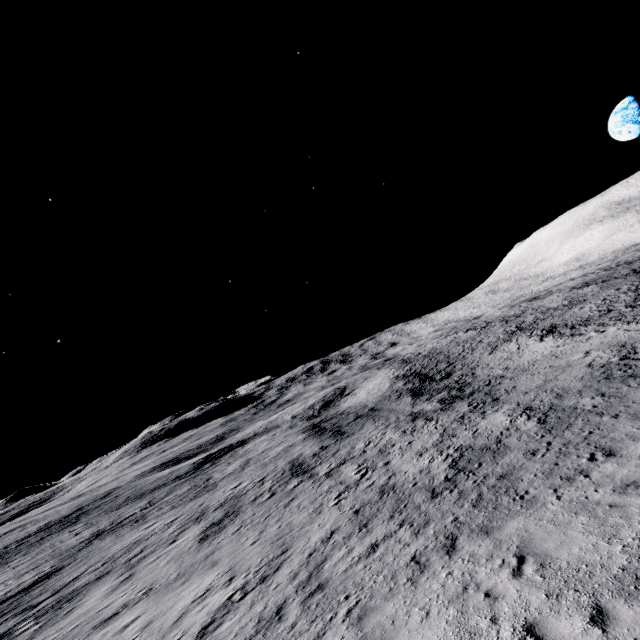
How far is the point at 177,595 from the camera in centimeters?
1373cm
